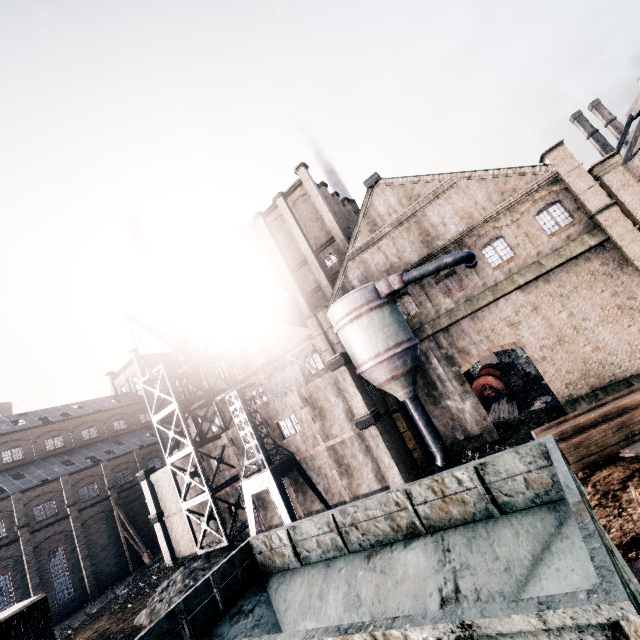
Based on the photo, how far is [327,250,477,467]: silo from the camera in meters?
21.3

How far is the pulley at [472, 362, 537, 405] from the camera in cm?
3030

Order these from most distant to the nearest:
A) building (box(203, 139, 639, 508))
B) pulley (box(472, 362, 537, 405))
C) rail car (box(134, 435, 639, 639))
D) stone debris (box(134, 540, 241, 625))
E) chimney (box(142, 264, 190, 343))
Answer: chimney (box(142, 264, 190, 343))
pulley (box(472, 362, 537, 405))
stone debris (box(134, 540, 241, 625))
building (box(203, 139, 639, 508))
rail car (box(134, 435, 639, 639))

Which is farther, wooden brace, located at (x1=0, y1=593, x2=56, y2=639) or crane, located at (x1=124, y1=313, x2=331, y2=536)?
crane, located at (x1=124, y1=313, x2=331, y2=536)

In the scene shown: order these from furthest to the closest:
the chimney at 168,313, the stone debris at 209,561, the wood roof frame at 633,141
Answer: the chimney at 168,313, the wood roof frame at 633,141, the stone debris at 209,561

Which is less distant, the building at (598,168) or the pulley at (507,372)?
the building at (598,168)

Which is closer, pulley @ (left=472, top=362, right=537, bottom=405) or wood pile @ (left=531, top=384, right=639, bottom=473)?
wood pile @ (left=531, top=384, right=639, bottom=473)

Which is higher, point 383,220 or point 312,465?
point 383,220
